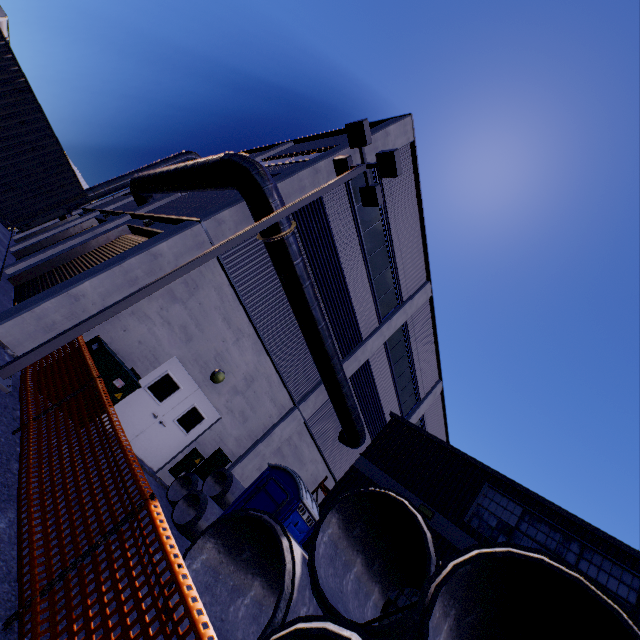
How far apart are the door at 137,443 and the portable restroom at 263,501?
3.0 meters

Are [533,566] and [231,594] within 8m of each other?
yes

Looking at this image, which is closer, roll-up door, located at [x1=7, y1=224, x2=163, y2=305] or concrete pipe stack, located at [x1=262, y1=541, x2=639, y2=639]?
concrete pipe stack, located at [x1=262, y1=541, x2=639, y2=639]

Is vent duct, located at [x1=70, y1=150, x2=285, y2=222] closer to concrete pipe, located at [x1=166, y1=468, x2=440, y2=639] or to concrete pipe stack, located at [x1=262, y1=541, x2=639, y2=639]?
concrete pipe stack, located at [x1=262, y1=541, x2=639, y2=639]

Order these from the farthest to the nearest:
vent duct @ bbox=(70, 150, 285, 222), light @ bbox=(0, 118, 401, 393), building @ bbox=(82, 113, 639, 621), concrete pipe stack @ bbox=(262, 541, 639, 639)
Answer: building @ bbox=(82, 113, 639, 621) < vent duct @ bbox=(70, 150, 285, 222) < light @ bbox=(0, 118, 401, 393) < concrete pipe stack @ bbox=(262, 541, 639, 639)

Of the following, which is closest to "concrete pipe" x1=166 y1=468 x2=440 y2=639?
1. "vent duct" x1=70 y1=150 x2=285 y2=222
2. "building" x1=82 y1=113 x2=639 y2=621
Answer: "building" x1=82 y1=113 x2=639 y2=621

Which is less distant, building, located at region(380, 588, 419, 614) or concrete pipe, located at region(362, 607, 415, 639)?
concrete pipe, located at region(362, 607, 415, 639)

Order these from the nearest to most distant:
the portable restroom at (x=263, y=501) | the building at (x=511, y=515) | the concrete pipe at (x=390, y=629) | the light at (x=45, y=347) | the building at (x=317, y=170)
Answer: the concrete pipe at (x=390, y=629)
the light at (x=45, y=347)
the portable restroom at (x=263, y=501)
the building at (x=511, y=515)
the building at (x=317, y=170)
